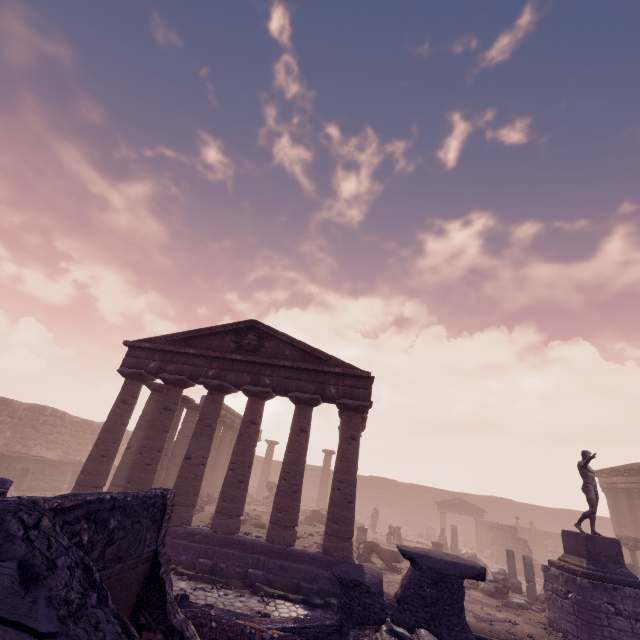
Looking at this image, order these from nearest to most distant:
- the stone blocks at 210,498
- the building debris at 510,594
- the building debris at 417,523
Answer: the building debris at 510,594 → the stone blocks at 210,498 → the building debris at 417,523

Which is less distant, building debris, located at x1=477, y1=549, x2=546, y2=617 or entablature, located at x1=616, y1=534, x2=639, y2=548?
building debris, located at x1=477, y1=549, x2=546, y2=617

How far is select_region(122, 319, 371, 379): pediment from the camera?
13.9 meters

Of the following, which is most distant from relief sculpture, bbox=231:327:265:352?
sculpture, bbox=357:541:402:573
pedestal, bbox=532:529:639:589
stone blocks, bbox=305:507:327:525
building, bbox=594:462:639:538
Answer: building, bbox=594:462:639:538

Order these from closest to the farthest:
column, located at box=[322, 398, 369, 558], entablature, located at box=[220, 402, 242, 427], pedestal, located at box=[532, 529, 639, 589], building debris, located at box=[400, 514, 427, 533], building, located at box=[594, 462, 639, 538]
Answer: pedestal, located at box=[532, 529, 639, 589]
column, located at box=[322, 398, 369, 558]
building, located at box=[594, 462, 639, 538]
entablature, located at box=[220, 402, 242, 427]
building debris, located at box=[400, 514, 427, 533]

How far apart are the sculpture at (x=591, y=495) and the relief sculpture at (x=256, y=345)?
13.2 meters

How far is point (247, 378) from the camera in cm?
1420

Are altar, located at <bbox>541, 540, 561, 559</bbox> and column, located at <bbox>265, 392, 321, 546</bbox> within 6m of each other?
A: no
